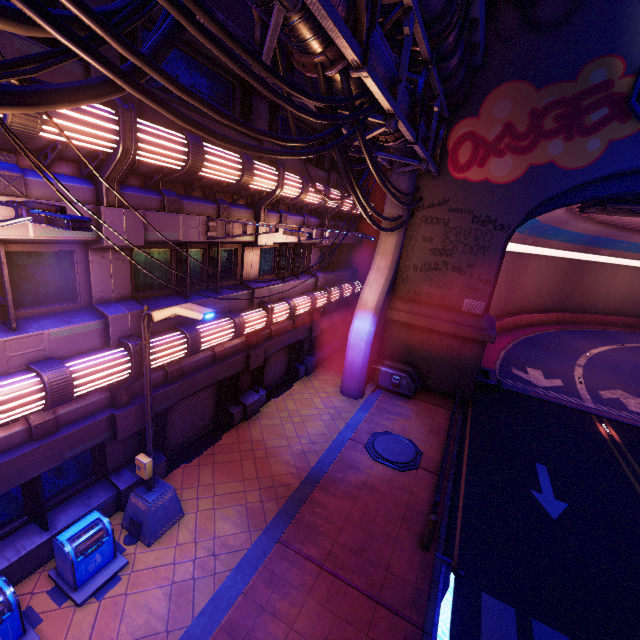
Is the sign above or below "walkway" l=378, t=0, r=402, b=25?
below

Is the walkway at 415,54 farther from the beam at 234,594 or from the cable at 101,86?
the beam at 234,594

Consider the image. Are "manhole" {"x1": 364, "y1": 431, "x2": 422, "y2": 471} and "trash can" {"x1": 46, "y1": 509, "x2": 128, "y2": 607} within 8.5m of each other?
yes

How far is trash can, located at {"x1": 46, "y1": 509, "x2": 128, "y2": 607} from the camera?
6.5 meters

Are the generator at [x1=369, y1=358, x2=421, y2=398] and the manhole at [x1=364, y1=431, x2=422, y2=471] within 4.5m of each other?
yes

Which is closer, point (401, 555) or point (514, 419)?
point (401, 555)

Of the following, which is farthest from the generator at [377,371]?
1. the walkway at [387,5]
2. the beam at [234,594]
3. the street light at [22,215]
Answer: the street light at [22,215]

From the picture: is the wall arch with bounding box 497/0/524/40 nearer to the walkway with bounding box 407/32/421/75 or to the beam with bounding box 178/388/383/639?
the walkway with bounding box 407/32/421/75
